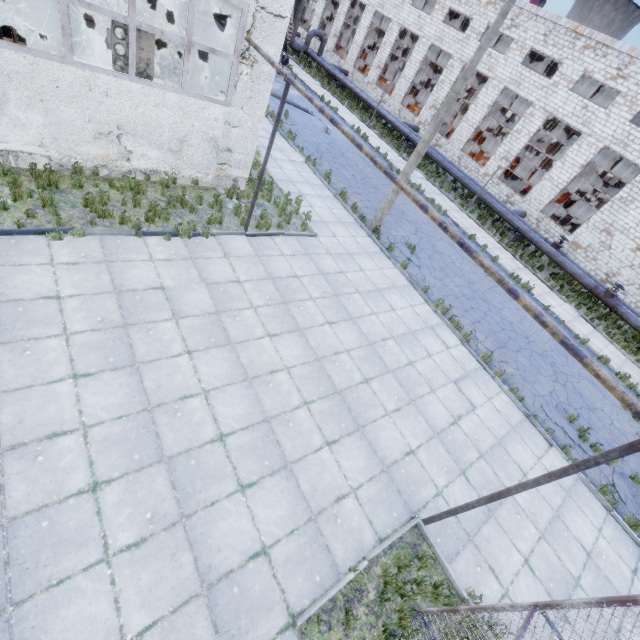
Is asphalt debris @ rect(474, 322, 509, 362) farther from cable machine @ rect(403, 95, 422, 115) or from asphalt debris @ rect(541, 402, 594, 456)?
cable machine @ rect(403, 95, 422, 115)

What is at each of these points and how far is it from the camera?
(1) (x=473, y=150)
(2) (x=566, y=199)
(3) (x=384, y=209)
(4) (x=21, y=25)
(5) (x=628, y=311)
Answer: (1) cable machine, 30.53m
(2) cable machine, 34.25m
(3) lamp post, 13.85m
(4) boiler tank, 10.85m
(5) pipe, 18.48m

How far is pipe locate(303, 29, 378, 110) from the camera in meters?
30.6 m

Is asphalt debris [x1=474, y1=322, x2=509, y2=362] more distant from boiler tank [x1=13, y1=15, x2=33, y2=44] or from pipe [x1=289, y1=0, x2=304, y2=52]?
boiler tank [x1=13, y1=15, x2=33, y2=44]

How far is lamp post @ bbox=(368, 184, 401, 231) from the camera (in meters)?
13.34

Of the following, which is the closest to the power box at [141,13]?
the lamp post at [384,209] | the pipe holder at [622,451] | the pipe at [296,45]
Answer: the pipe at [296,45]

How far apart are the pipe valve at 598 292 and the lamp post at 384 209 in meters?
14.6 m

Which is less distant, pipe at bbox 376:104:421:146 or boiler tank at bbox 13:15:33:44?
boiler tank at bbox 13:15:33:44
